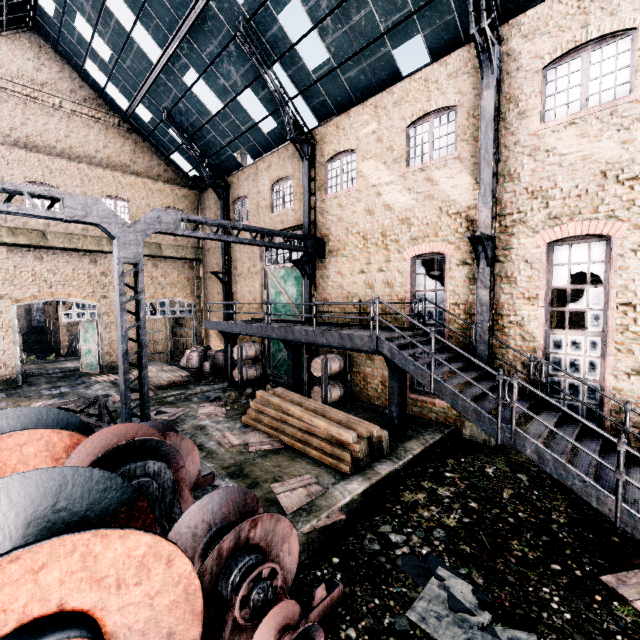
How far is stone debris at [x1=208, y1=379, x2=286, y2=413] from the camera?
14.5m

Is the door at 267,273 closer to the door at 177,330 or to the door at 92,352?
the door at 177,330

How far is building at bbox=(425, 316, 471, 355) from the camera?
11.34m

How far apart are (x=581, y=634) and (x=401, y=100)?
15.64m

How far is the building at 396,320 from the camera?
13.0 meters

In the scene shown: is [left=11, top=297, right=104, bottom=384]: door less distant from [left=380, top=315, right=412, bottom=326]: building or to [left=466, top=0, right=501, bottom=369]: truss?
[left=466, top=0, right=501, bottom=369]: truss

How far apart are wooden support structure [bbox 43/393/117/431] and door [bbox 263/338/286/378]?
9.4 meters
